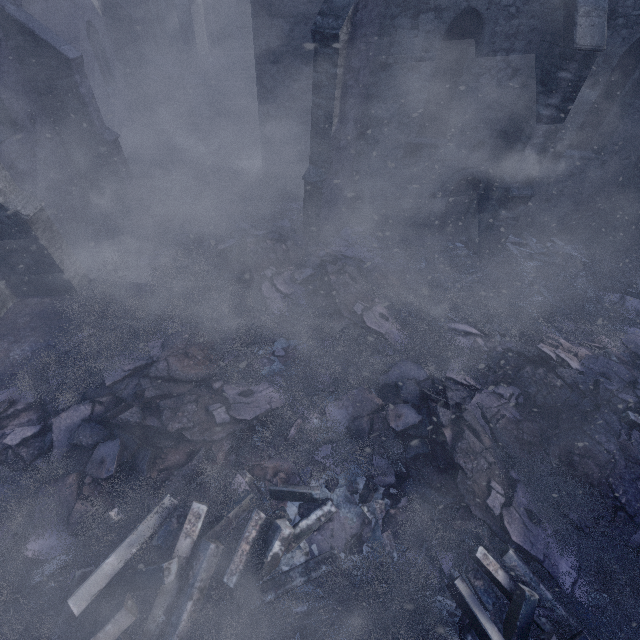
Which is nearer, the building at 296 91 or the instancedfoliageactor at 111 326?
the instancedfoliageactor at 111 326

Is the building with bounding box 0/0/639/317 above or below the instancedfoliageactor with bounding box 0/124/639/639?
above

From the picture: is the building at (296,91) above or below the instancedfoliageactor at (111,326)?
above

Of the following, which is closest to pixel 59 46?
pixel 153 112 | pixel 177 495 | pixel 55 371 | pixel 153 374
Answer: pixel 153 112

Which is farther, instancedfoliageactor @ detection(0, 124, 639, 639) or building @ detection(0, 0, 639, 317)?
building @ detection(0, 0, 639, 317)
